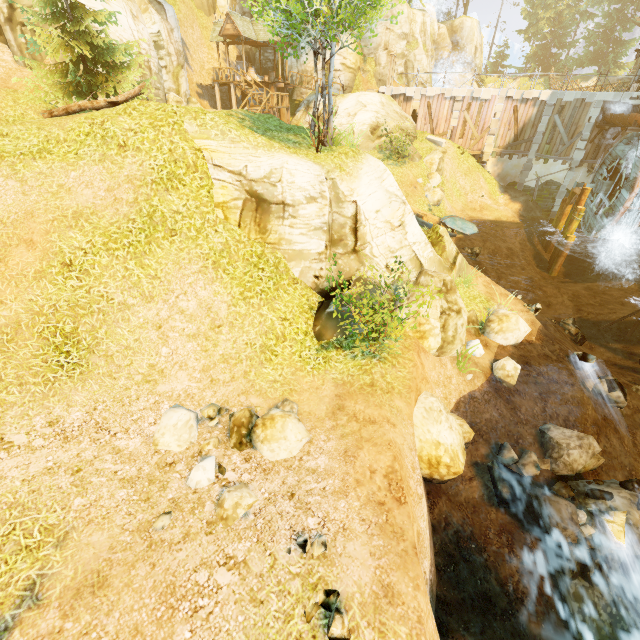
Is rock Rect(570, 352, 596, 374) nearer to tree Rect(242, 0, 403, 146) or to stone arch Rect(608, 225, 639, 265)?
tree Rect(242, 0, 403, 146)

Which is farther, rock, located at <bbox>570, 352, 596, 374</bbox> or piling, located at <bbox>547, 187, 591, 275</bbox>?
piling, located at <bbox>547, 187, 591, 275</bbox>

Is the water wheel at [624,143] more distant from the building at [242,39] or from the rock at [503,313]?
the building at [242,39]

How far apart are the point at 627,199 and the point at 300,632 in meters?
26.3

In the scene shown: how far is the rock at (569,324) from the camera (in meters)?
15.33

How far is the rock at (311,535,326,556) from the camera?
4.7 meters

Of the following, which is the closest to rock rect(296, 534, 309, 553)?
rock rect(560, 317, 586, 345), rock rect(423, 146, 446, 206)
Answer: rock rect(560, 317, 586, 345)

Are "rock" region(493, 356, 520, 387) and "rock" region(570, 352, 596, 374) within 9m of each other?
yes
